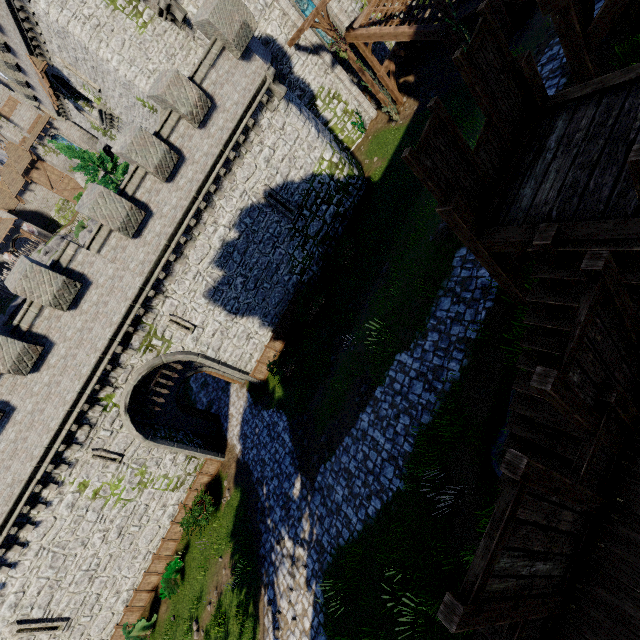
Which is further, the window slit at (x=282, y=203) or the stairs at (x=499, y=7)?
the window slit at (x=282, y=203)

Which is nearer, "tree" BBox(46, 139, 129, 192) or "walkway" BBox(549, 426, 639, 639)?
"walkway" BBox(549, 426, 639, 639)

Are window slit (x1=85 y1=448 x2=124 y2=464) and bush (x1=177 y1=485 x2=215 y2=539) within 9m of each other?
yes

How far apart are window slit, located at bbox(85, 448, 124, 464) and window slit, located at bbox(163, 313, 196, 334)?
6.72m

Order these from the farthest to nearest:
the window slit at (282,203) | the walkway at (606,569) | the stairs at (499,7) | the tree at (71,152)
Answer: the tree at (71,152) < the window slit at (282,203) < the stairs at (499,7) < the walkway at (606,569)

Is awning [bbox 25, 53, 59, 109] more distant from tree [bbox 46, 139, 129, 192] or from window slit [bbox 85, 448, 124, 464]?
window slit [bbox 85, 448, 124, 464]

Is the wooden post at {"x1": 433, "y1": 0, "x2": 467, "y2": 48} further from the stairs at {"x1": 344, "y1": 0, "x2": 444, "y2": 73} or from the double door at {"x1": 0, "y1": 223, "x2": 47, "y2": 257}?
the double door at {"x1": 0, "y1": 223, "x2": 47, "y2": 257}

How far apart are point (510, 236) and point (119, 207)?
14.67m
